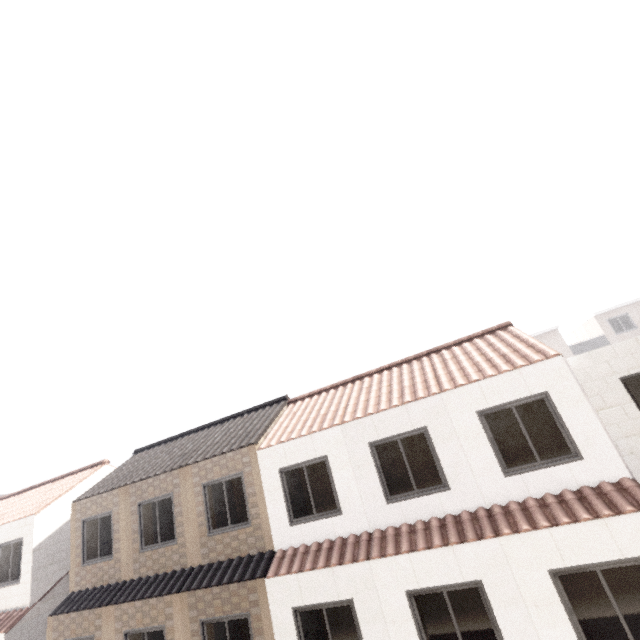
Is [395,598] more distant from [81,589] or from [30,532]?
[30,532]
